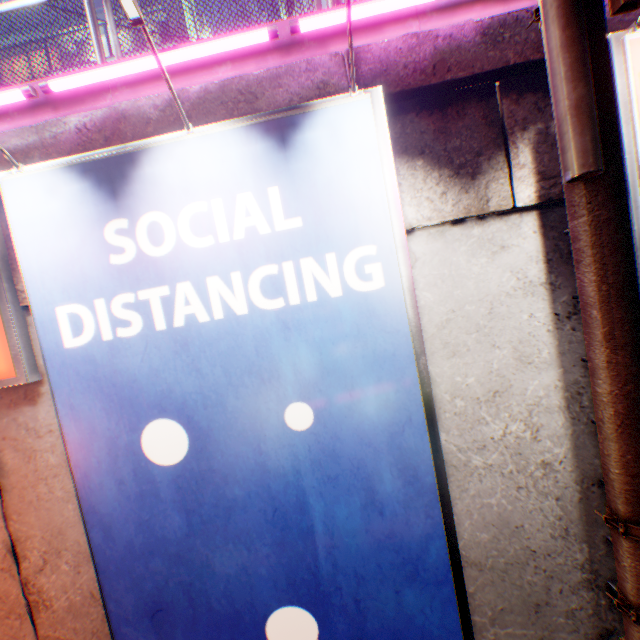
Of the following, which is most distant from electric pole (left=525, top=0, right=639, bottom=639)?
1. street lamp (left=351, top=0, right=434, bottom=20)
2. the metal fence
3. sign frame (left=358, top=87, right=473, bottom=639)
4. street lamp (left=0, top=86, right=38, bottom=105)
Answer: street lamp (left=0, top=86, right=38, bottom=105)

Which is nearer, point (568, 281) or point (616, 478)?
point (616, 478)

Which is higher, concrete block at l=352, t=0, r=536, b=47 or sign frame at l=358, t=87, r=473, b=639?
concrete block at l=352, t=0, r=536, b=47

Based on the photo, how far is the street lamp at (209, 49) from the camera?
2.8 meters

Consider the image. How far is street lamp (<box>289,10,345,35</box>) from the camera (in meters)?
2.79

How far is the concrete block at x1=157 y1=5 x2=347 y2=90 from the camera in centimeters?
300cm

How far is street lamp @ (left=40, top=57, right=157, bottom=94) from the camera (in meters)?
2.90

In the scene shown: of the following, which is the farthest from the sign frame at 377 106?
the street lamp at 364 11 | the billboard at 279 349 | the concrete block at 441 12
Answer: the street lamp at 364 11
